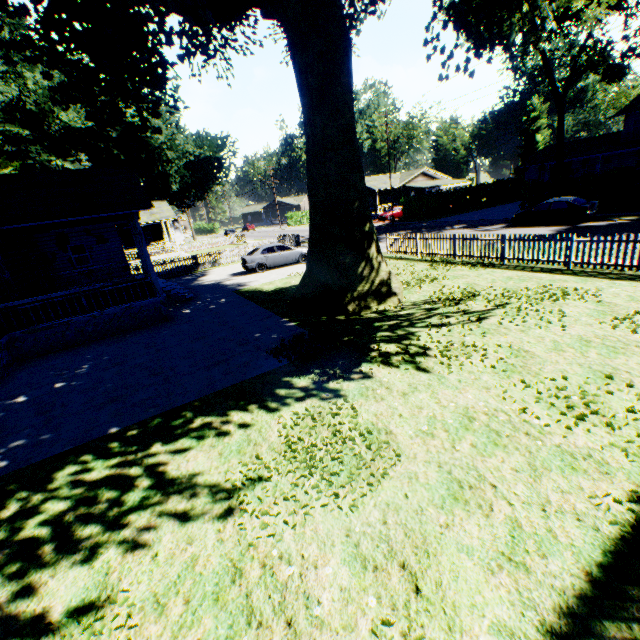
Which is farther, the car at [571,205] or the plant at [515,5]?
the car at [571,205]

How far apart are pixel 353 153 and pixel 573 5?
24.54m

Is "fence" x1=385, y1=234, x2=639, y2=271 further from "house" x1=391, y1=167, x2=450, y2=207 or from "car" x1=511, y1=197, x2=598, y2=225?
"house" x1=391, y1=167, x2=450, y2=207

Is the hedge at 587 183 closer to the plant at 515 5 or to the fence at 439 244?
the fence at 439 244

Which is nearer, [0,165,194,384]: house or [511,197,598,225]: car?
[0,165,194,384]: house

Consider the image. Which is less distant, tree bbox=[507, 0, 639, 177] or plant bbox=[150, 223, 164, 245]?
tree bbox=[507, 0, 639, 177]

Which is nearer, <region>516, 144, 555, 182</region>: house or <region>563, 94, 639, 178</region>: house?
<region>563, 94, 639, 178</region>: house

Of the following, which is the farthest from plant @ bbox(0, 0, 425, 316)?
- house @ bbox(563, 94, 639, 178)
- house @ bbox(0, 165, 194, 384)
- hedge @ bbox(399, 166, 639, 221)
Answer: hedge @ bbox(399, 166, 639, 221)
